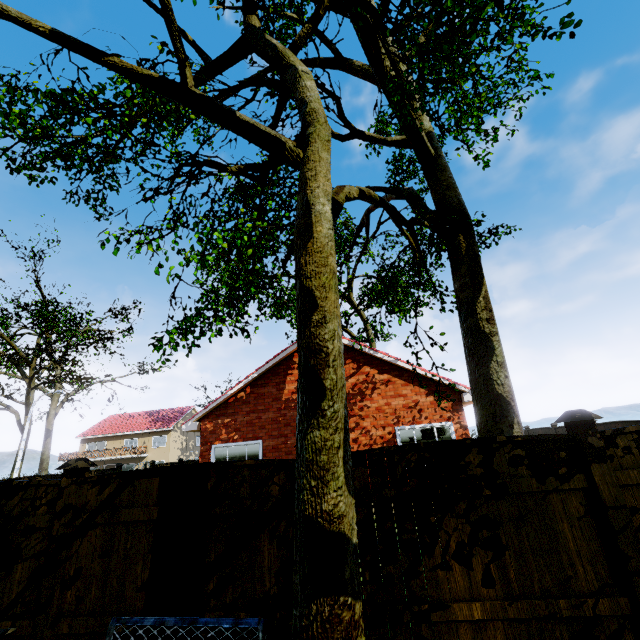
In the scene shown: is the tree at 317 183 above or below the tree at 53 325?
below

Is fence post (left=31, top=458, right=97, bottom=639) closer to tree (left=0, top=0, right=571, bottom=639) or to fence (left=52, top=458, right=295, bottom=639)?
fence (left=52, top=458, right=295, bottom=639)

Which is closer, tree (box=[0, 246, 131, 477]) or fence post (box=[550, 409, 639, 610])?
fence post (box=[550, 409, 639, 610])

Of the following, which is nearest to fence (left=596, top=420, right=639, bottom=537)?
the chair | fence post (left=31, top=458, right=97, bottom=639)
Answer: fence post (left=31, top=458, right=97, bottom=639)

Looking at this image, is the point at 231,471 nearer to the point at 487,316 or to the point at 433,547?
the point at 433,547

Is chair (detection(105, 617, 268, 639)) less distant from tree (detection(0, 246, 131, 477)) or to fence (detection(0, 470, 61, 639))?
tree (detection(0, 246, 131, 477))

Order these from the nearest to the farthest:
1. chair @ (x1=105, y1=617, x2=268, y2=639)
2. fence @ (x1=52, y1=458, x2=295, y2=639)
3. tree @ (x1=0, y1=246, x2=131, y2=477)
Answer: chair @ (x1=105, y1=617, x2=268, y2=639) < fence @ (x1=52, y1=458, x2=295, y2=639) < tree @ (x1=0, y1=246, x2=131, y2=477)

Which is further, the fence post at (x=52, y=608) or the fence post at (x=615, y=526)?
the fence post at (x=52, y=608)
